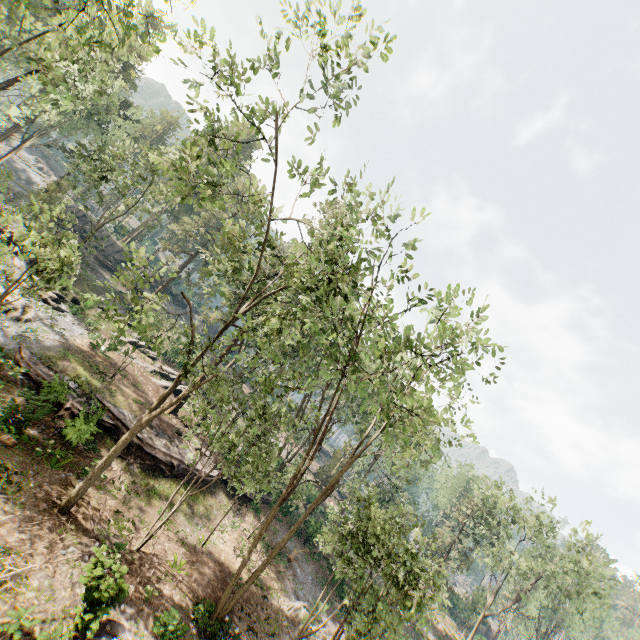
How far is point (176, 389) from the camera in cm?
3294

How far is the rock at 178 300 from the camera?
53.2 meters

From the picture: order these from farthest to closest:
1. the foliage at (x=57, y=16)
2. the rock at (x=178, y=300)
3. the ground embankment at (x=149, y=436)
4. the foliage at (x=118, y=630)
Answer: the rock at (x=178, y=300) < the ground embankment at (x=149, y=436) < the foliage at (x=57, y=16) < the foliage at (x=118, y=630)

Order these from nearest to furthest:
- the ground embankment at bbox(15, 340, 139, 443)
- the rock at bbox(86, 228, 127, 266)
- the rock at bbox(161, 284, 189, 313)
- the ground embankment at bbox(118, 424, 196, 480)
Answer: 1. the ground embankment at bbox(15, 340, 139, 443)
2. the ground embankment at bbox(118, 424, 196, 480)
3. the rock at bbox(86, 228, 127, 266)
4. the rock at bbox(161, 284, 189, 313)

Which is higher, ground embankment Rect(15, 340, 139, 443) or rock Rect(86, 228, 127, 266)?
rock Rect(86, 228, 127, 266)

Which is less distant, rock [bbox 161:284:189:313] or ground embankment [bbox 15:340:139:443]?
ground embankment [bbox 15:340:139:443]

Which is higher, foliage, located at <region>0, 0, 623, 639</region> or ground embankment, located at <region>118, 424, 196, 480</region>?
foliage, located at <region>0, 0, 623, 639</region>

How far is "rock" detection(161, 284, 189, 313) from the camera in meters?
53.2 m
